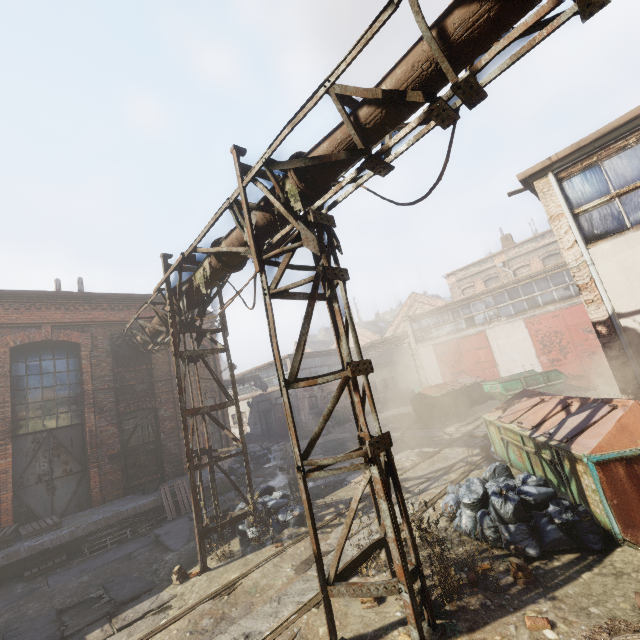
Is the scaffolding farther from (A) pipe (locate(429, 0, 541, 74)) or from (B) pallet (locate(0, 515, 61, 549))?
(B) pallet (locate(0, 515, 61, 549))

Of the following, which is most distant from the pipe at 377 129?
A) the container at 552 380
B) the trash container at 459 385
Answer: the container at 552 380

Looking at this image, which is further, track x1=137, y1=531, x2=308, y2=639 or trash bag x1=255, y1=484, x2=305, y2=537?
trash bag x1=255, y1=484, x2=305, y2=537

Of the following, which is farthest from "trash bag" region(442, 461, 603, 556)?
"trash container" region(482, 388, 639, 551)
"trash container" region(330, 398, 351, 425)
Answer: "trash container" region(330, 398, 351, 425)

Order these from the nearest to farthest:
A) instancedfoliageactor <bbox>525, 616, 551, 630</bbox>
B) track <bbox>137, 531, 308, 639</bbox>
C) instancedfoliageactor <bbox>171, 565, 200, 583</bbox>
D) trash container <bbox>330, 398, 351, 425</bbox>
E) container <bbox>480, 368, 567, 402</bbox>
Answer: instancedfoliageactor <bbox>525, 616, 551, 630</bbox> → track <bbox>137, 531, 308, 639</bbox> → instancedfoliageactor <bbox>171, 565, 200, 583</bbox> → container <bbox>480, 368, 567, 402</bbox> → trash container <bbox>330, 398, 351, 425</bbox>

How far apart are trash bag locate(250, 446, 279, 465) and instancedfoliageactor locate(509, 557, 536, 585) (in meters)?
13.33

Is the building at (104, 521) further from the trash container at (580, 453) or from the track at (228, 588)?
the trash container at (580, 453)

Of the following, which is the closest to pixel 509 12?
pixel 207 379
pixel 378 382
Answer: pixel 207 379
